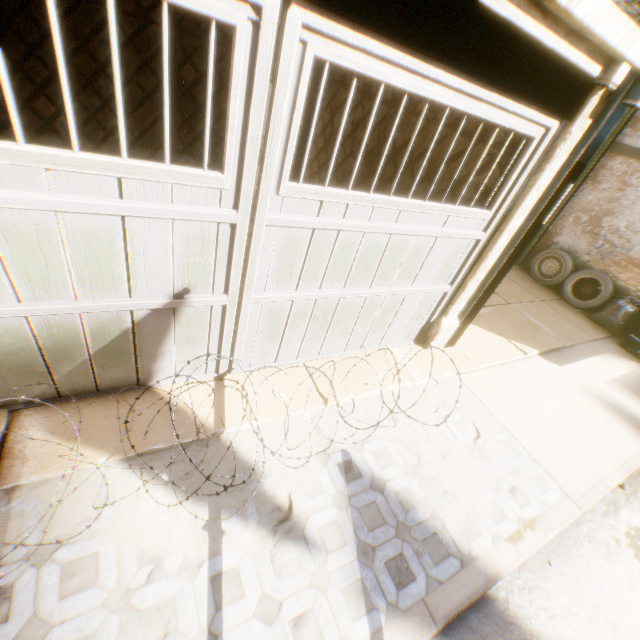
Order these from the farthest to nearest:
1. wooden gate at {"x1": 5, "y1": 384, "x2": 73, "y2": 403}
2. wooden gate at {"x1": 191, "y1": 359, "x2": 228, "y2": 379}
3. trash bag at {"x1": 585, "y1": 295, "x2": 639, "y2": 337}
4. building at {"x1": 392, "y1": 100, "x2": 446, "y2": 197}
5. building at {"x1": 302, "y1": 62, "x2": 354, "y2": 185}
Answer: trash bag at {"x1": 585, "y1": 295, "x2": 639, "y2": 337} → building at {"x1": 302, "y1": 62, "x2": 354, "y2": 185} → building at {"x1": 392, "y1": 100, "x2": 446, "y2": 197} → wooden gate at {"x1": 191, "y1": 359, "x2": 228, "y2": 379} → wooden gate at {"x1": 5, "y1": 384, "x2": 73, "y2": 403}

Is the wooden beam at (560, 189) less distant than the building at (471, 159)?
Yes

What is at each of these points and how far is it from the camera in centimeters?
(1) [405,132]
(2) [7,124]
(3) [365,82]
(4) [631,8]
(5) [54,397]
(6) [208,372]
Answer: (1) building, 493cm
(2) building, 547cm
(3) building, 562cm
(4) air conditioner, 662cm
(5) wooden gate, 275cm
(6) wooden gate, 337cm

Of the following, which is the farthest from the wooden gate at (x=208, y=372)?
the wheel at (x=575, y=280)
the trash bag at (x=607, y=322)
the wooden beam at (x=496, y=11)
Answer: the trash bag at (x=607, y=322)

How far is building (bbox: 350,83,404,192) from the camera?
5.09m

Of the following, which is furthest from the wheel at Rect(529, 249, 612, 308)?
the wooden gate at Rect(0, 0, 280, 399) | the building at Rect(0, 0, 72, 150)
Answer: the wooden gate at Rect(0, 0, 280, 399)
